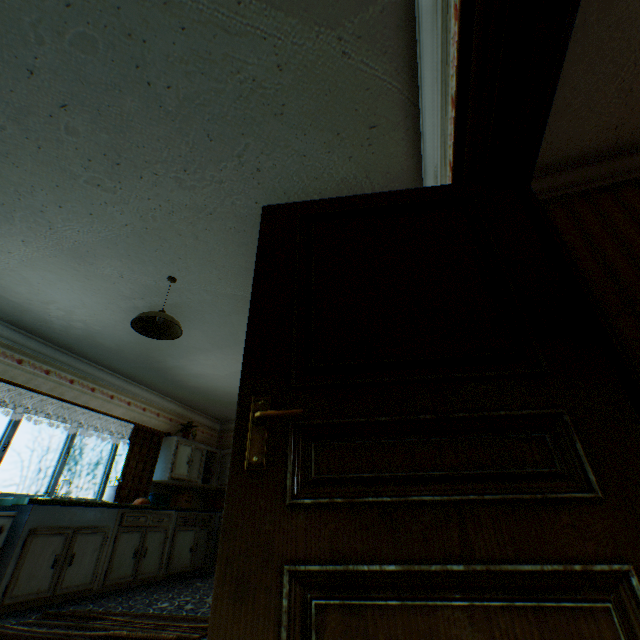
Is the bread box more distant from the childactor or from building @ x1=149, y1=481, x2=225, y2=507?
the childactor

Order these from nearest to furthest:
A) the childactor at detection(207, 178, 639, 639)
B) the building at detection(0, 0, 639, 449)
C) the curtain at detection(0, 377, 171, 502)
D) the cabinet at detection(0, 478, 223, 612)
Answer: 1. the childactor at detection(207, 178, 639, 639)
2. the building at detection(0, 0, 639, 449)
3. the cabinet at detection(0, 478, 223, 612)
4. the curtain at detection(0, 377, 171, 502)

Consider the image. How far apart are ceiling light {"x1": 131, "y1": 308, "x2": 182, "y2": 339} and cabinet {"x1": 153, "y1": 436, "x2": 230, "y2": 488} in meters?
4.1

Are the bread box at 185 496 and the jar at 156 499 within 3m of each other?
yes

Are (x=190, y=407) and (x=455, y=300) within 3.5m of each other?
no

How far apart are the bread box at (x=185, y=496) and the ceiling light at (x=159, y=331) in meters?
4.9

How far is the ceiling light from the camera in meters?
3.2 m

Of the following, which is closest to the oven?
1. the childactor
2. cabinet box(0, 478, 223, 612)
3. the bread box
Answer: cabinet box(0, 478, 223, 612)
